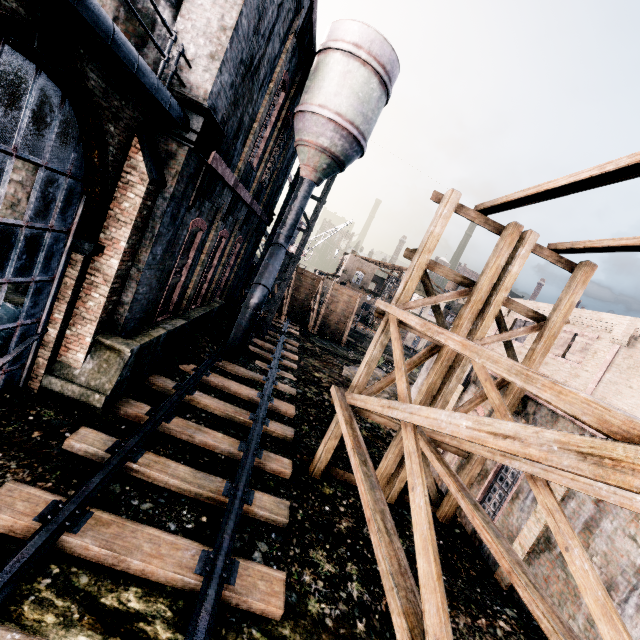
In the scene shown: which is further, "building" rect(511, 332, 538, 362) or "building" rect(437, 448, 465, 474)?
"building" rect(511, 332, 538, 362)

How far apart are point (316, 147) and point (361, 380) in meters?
12.4 m

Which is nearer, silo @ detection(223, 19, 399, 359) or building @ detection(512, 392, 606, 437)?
building @ detection(512, 392, 606, 437)

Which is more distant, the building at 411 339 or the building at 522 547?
the building at 411 339

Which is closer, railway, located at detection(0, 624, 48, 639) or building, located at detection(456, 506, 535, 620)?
railway, located at detection(0, 624, 48, 639)

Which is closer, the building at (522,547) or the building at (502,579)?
the building at (522,547)

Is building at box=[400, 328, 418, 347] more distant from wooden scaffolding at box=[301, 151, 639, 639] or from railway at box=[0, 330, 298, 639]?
wooden scaffolding at box=[301, 151, 639, 639]

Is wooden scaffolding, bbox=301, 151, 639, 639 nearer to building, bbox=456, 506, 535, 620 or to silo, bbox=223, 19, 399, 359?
building, bbox=456, 506, 535, 620
